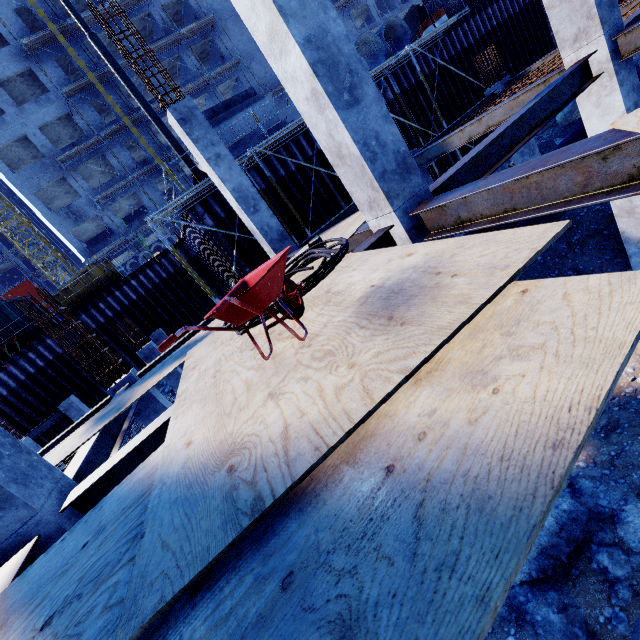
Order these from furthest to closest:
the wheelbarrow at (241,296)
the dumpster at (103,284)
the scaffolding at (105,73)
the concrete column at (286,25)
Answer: the scaffolding at (105,73)
the dumpster at (103,284)
the concrete column at (286,25)
the wheelbarrow at (241,296)

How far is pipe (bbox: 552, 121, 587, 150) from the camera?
8.73m

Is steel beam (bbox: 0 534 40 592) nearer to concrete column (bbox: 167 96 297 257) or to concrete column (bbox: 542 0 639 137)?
concrete column (bbox: 167 96 297 257)

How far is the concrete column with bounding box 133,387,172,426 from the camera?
7.3m

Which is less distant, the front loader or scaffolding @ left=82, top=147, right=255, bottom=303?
scaffolding @ left=82, top=147, right=255, bottom=303

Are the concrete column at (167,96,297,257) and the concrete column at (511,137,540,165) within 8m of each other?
no

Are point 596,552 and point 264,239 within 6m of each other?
no

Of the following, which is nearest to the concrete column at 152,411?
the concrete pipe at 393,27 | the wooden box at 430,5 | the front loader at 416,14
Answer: the concrete pipe at 393,27
